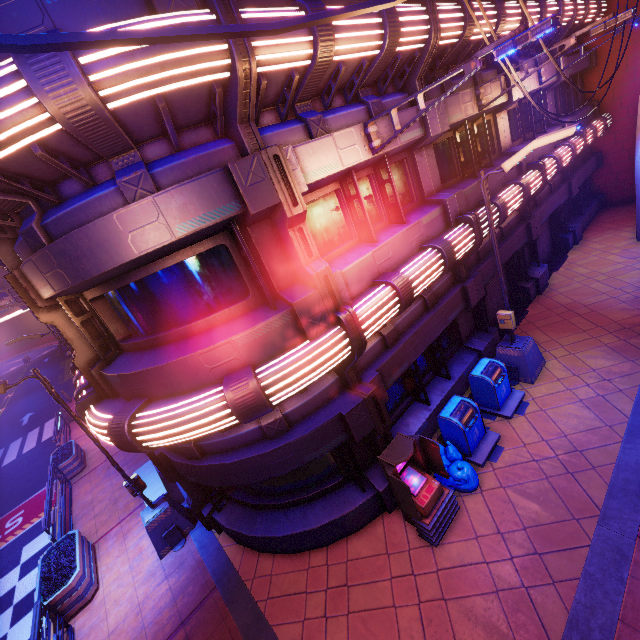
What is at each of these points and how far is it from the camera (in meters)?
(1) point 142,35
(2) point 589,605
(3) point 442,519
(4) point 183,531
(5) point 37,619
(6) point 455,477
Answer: (1) cable, 1.19
(2) beam, 4.82
(3) atm, 6.30
(4) street light, 8.88
(5) railing, 6.88
(6) trash bag, 7.02

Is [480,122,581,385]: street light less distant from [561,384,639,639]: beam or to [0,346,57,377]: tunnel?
[561,384,639,639]: beam

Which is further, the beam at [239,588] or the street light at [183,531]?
the street light at [183,531]

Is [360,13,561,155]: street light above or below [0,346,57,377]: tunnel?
above

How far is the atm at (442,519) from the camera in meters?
6.0 m

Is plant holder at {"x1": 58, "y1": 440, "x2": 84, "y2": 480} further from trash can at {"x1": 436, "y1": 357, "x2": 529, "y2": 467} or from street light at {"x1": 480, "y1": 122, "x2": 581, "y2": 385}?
street light at {"x1": 480, "y1": 122, "x2": 581, "y2": 385}

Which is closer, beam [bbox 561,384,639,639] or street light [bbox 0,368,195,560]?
beam [bbox 561,384,639,639]

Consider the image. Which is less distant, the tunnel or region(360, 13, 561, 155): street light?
region(360, 13, 561, 155): street light
